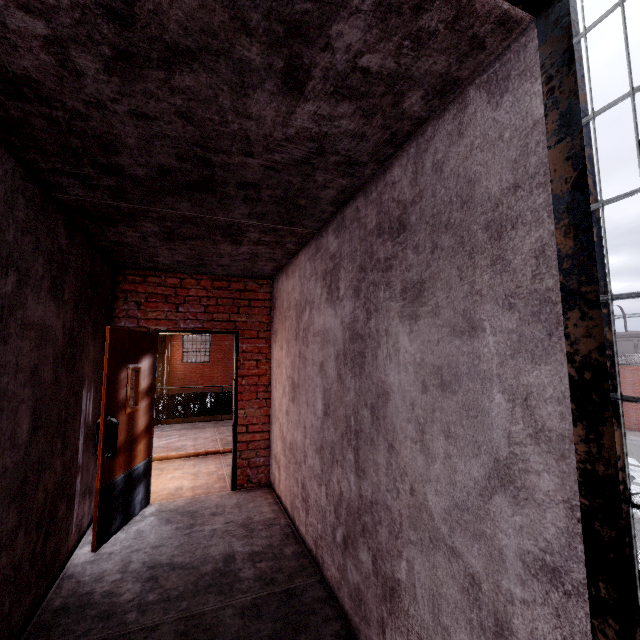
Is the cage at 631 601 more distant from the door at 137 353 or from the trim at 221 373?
the trim at 221 373

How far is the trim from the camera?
18.8 meters

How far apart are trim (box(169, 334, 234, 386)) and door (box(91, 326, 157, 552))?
16.1 meters

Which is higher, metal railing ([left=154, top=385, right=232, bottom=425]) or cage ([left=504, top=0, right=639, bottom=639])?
cage ([left=504, top=0, right=639, bottom=639])

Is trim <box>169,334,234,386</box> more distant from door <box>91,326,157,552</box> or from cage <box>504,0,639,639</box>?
cage <box>504,0,639,639</box>

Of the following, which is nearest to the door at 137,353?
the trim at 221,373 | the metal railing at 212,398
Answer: the metal railing at 212,398

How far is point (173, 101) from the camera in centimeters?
141cm

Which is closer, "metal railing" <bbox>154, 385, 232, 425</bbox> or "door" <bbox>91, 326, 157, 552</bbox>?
"door" <bbox>91, 326, 157, 552</bbox>
